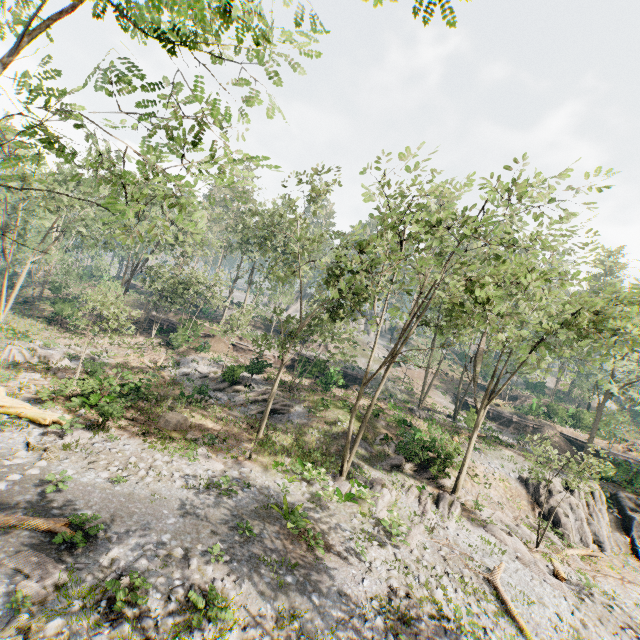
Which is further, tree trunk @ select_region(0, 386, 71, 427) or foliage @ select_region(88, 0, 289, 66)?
tree trunk @ select_region(0, 386, 71, 427)

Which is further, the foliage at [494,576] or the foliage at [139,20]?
the foliage at [494,576]

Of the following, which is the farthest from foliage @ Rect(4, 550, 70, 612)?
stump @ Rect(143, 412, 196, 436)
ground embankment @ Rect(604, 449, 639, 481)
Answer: stump @ Rect(143, 412, 196, 436)

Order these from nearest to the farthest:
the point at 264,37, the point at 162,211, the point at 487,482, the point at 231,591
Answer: the point at 264,37 < the point at 162,211 < the point at 231,591 < the point at 487,482

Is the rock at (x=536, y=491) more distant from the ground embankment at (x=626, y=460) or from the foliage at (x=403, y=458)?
the ground embankment at (x=626, y=460)

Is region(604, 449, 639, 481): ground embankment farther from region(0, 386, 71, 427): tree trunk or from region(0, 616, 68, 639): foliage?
region(0, 386, 71, 427): tree trunk

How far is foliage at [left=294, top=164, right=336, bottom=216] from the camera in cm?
1934

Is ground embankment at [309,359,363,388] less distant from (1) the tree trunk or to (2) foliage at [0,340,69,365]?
(2) foliage at [0,340,69,365]
